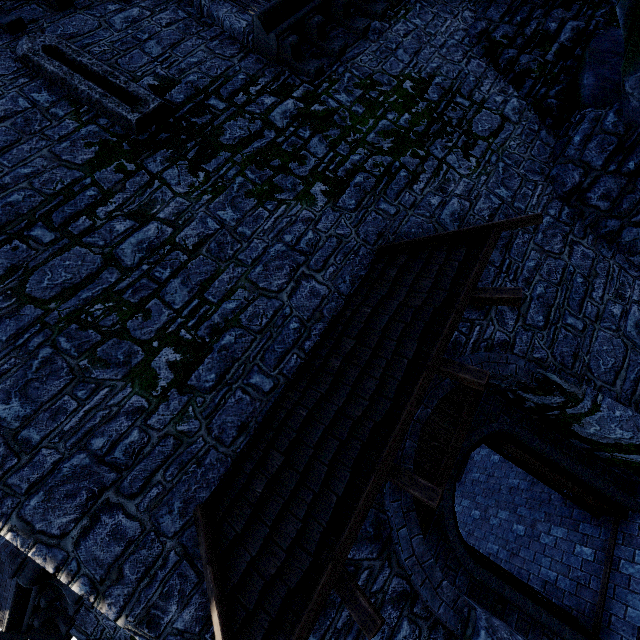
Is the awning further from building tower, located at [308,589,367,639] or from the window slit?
the window slit

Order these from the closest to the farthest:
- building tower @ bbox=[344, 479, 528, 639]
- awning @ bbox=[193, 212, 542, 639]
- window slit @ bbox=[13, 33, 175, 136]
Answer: awning @ bbox=[193, 212, 542, 639], building tower @ bbox=[344, 479, 528, 639], window slit @ bbox=[13, 33, 175, 136]

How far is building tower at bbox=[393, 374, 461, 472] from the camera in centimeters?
388cm

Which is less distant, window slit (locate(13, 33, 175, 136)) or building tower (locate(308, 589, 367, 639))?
building tower (locate(308, 589, 367, 639))

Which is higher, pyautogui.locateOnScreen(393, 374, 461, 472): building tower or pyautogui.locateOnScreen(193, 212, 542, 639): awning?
pyautogui.locateOnScreen(193, 212, 542, 639): awning

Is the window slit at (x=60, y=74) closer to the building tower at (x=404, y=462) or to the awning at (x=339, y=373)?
the building tower at (x=404, y=462)

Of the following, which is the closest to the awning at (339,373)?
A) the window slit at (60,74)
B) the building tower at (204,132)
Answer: the building tower at (204,132)

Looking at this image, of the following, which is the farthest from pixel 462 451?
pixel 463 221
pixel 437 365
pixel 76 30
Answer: pixel 76 30
